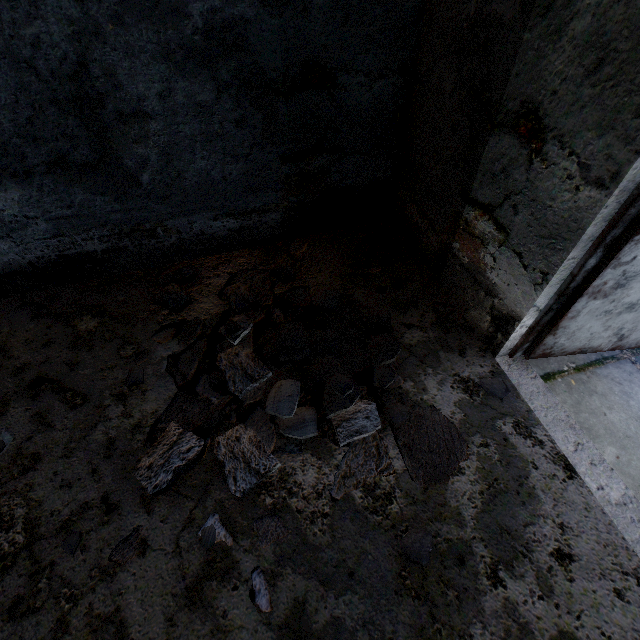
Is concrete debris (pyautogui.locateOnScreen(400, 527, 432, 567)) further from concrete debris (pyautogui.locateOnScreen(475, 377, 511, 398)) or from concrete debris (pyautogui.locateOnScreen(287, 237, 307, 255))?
concrete debris (pyautogui.locateOnScreen(287, 237, 307, 255))

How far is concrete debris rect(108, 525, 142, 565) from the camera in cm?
163

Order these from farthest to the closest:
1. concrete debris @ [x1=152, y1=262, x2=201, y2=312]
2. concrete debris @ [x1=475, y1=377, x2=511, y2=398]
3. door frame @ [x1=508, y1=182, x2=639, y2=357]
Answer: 1. concrete debris @ [x1=152, y1=262, x2=201, y2=312]
2. concrete debris @ [x1=475, y1=377, x2=511, y2=398]
3. door frame @ [x1=508, y1=182, x2=639, y2=357]

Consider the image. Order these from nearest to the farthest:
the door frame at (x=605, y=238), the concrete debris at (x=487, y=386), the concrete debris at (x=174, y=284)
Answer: the door frame at (x=605, y=238) → the concrete debris at (x=487, y=386) → the concrete debris at (x=174, y=284)

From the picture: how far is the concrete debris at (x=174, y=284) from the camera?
2.66m

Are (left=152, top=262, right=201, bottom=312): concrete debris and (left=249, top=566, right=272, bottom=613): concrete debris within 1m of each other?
yes

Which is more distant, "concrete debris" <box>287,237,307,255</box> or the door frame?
"concrete debris" <box>287,237,307,255</box>

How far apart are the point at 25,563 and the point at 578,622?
2.7 meters
